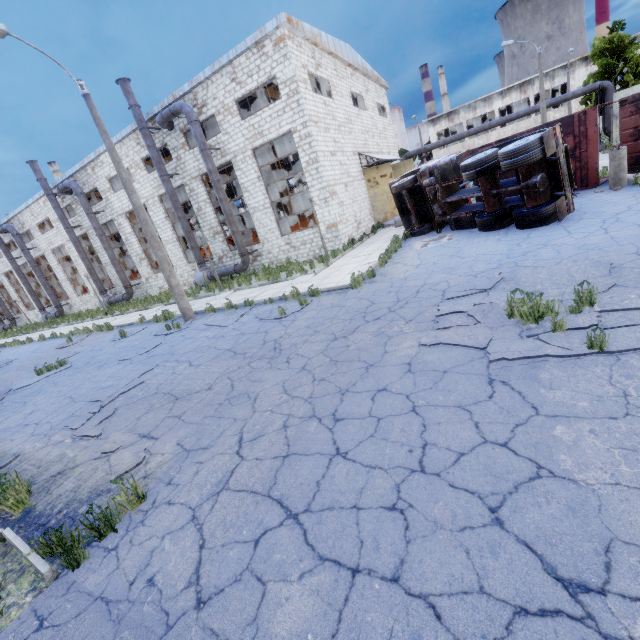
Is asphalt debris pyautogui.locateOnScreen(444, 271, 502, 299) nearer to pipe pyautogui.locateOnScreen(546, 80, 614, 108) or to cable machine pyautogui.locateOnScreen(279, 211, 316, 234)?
cable machine pyautogui.locateOnScreen(279, 211, 316, 234)

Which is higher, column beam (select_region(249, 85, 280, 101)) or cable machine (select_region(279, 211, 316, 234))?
column beam (select_region(249, 85, 280, 101))

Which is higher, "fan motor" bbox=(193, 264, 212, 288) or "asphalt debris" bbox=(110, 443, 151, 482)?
"fan motor" bbox=(193, 264, 212, 288)

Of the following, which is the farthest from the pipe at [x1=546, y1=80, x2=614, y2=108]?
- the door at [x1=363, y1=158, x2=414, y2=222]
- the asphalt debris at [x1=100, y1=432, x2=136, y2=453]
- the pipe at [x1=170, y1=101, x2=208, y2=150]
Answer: the asphalt debris at [x1=100, y1=432, x2=136, y2=453]

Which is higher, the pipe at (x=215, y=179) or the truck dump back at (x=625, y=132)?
the pipe at (x=215, y=179)

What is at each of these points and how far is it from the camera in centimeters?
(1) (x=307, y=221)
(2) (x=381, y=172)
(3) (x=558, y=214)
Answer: (1) cable machine, 2195cm
(2) door, 2348cm
(3) truck, 1023cm

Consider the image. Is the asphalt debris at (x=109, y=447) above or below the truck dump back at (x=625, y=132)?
below

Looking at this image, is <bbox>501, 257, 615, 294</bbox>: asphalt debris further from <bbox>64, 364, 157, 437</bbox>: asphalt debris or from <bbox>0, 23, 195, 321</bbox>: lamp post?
<bbox>0, 23, 195, 321</bbox>: lamp post
